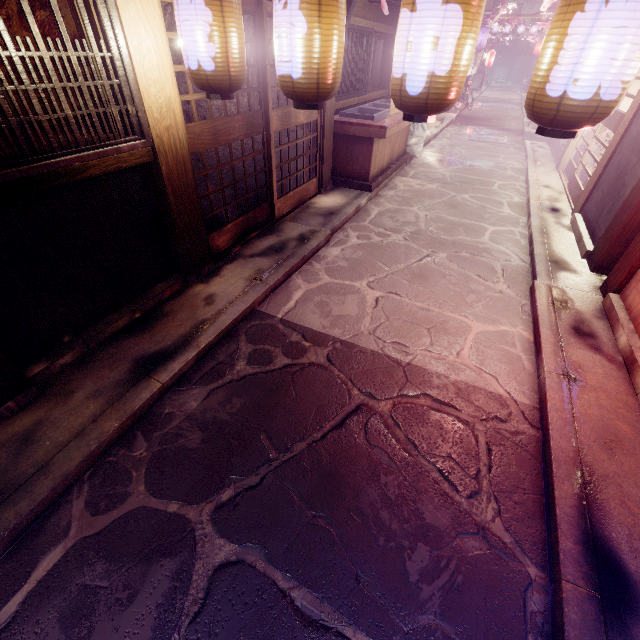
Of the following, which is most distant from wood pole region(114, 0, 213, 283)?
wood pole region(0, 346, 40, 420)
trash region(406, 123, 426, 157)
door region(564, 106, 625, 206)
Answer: trash region(406, 123, 426, 157)

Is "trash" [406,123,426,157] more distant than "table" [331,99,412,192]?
Yes

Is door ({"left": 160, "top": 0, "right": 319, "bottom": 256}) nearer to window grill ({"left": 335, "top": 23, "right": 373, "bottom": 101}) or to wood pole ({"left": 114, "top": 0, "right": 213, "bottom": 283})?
wood pole ({"left": 114, "top": 0, "right": 213, "bottom": 283})

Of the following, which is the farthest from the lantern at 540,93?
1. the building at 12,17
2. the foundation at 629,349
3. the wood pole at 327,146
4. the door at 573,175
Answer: the door at 573,175

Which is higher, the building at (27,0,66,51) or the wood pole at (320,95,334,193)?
the building at (27,0,66,51)

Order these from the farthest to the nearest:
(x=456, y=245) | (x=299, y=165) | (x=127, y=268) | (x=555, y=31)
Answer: (x=299, y=165) → (x=456, y=245) → (x=127, y=268) → (x=555, y=31)

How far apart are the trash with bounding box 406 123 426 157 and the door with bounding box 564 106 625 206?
6.6 meters

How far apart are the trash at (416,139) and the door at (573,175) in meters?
6.6 m
